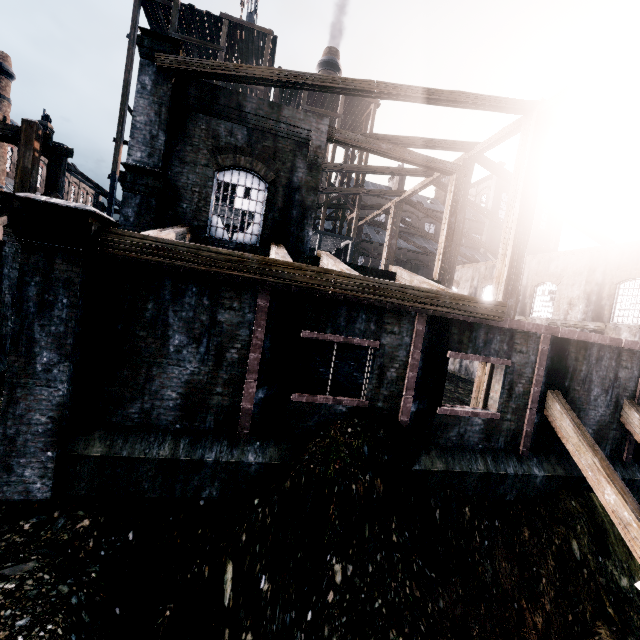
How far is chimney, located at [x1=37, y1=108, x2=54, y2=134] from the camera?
46.1 meters

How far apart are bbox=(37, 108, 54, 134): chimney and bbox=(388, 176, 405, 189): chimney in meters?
52.7

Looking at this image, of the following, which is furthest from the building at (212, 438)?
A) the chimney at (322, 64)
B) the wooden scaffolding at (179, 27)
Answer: the chimney at (322, 64)

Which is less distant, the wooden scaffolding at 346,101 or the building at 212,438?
the building at 212,438

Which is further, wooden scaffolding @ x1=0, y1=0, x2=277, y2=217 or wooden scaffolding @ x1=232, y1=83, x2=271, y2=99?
wooden scaffolding @ x1=232, y1=83, x2=271, y2=99

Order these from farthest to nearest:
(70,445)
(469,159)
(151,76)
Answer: (469,159) < (151,76) < (70,445)

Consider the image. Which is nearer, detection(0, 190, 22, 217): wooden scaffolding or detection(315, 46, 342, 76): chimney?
detection(0, 190, 22, 217): wooden scaffolding

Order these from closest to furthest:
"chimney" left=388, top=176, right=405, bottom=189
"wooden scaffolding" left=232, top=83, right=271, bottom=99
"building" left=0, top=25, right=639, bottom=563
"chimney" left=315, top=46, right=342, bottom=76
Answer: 1. "building" left=0, top=25, right=639, bottom=563
2. "wooden scaffolding" left=232, top=83, right=271, bottom=99
3. "chimney" left=315, top=46, right=342, bottom=76
4. "chimney" left=388, top=176, right=405, bottom=189
